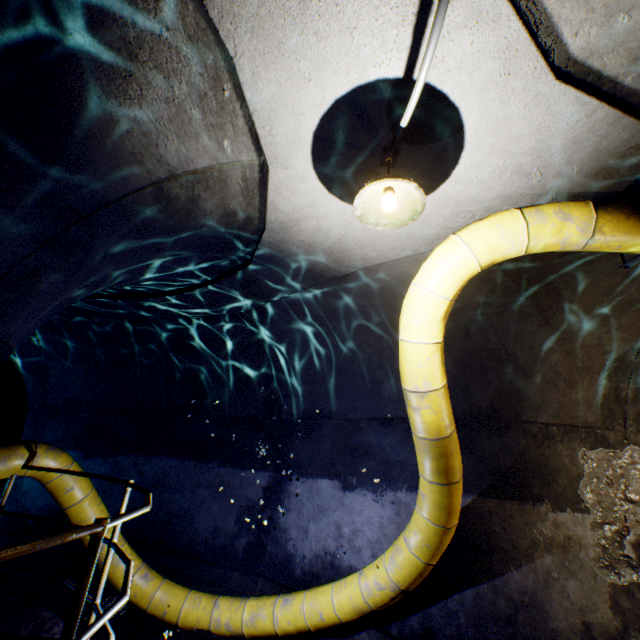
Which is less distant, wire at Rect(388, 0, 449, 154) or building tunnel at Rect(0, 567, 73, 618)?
wire at Rect(388, 0, 449, 154)

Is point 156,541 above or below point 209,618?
above

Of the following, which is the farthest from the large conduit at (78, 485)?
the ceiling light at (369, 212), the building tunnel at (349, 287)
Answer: the ceiling light at (369, 212)

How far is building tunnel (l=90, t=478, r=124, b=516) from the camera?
6.56m

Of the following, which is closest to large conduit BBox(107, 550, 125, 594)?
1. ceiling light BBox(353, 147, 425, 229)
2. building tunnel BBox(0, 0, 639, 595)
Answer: building tunnel BBox(0, 0, 639, 595)

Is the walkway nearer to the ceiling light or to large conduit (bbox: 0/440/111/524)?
large conduit (bbox: 0/440/111/524)

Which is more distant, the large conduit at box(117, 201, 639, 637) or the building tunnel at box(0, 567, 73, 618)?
the building tunnel at box(0, 567, 73, 618)

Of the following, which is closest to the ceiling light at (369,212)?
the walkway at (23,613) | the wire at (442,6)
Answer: the wire at (442,6)
